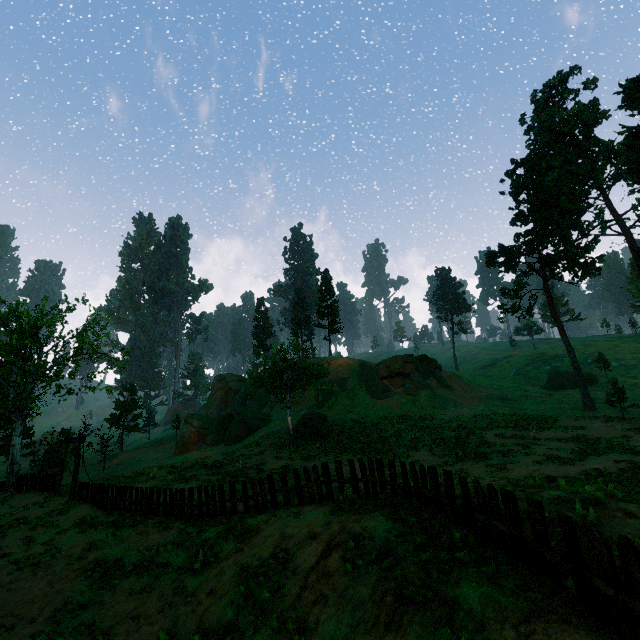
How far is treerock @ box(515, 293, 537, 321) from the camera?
35.8 meters

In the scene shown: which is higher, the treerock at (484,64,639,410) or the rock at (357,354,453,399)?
the treerock at (484,64,639,410)

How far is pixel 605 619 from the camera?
4.1 meters

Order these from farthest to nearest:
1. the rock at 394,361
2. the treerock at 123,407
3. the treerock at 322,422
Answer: the treerock at 123,407 → the rock at 394,361 → the treerock at 322,422

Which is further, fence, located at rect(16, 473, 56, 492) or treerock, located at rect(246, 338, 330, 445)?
treerock, located at rect(246, 338, 330, 445)

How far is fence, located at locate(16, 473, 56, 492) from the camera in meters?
22.9

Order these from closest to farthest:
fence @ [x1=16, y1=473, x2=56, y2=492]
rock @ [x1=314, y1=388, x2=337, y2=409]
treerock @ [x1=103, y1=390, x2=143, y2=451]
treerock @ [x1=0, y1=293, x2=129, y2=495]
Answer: fence @ [x1=16, y1=473, x2=56, y2=492] → treerock @ [x1=0, y1=293, x2=129, y2=495] → rock @ [x1=314, y1=388, x2=337, y2=409] → treerock @ [x1=103, y1=390, x2=143, y2=451]

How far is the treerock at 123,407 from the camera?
53.16m
